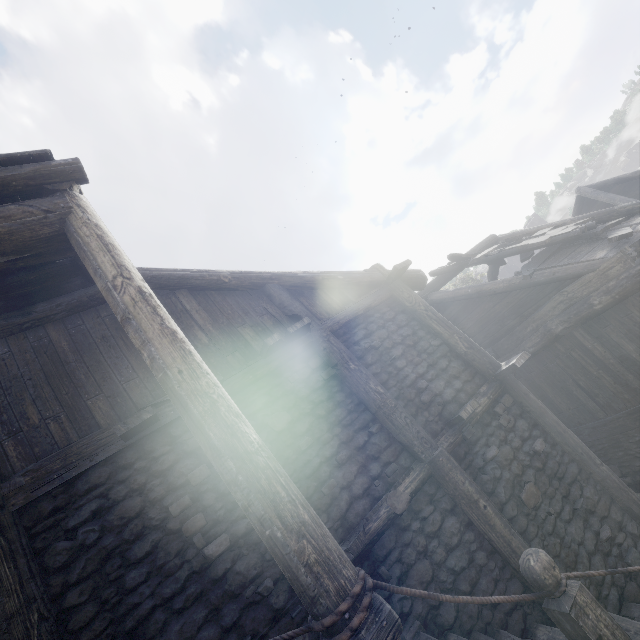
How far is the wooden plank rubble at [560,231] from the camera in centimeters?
806cm

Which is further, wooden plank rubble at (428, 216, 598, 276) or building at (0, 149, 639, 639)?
wooden plank rubble at (428, 216, 598, 276)

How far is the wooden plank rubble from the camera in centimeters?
806cm

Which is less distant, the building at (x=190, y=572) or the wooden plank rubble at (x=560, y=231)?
the building at (x=190, y=572)

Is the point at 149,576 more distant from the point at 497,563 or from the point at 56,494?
the point at 497,563
